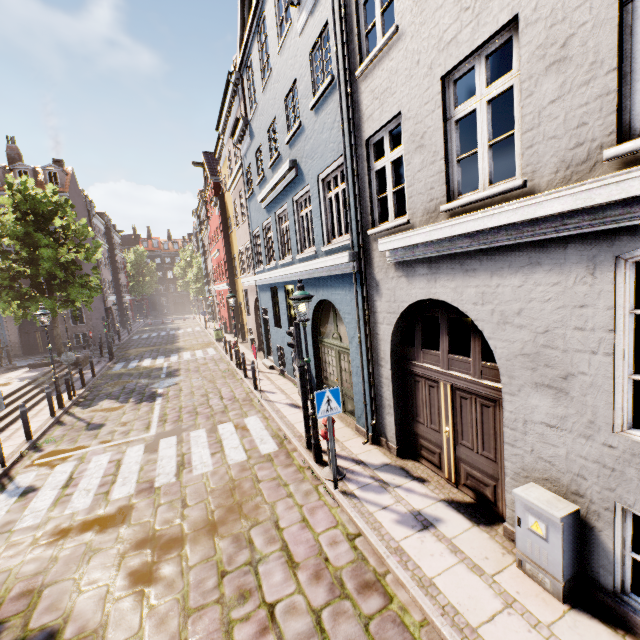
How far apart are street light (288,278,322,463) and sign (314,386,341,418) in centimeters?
99cm

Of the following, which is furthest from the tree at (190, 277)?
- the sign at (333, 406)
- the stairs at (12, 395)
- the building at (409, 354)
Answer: the sign at (333, 406)

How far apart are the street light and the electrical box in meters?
3.7 m

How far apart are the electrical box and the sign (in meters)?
2.74

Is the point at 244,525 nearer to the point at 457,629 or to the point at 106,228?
the point at 457,629

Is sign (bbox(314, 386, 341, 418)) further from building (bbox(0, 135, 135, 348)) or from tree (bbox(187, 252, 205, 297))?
tree (bbox(187, 252, 205, 297))

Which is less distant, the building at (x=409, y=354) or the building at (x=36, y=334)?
the building at (x=409, y=354)

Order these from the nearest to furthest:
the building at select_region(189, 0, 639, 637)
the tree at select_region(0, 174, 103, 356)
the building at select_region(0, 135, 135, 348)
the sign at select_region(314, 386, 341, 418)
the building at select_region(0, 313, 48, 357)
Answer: the building at select_region(189, 0, 639, 637) < the sign at select_region(314, 386, 341, 418) < the tree at select_region(0, 174, 103, 356) < the building at select_region(0, 313, 48, 357) < the building at select_region(0, 135, 135, 348)
